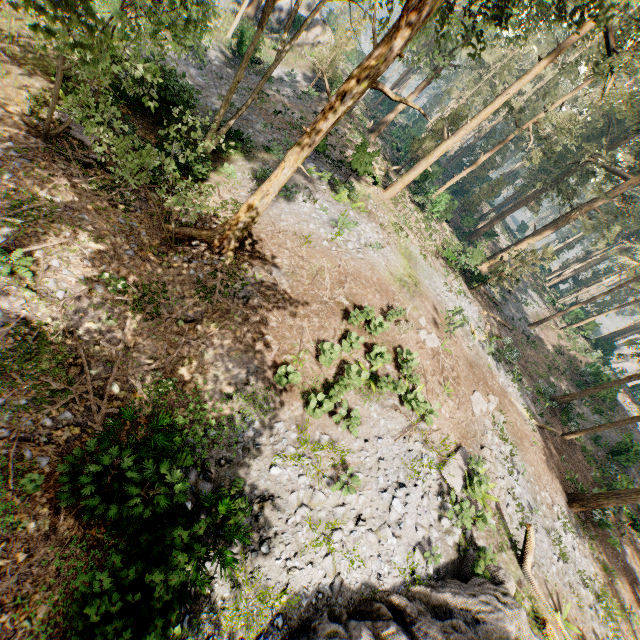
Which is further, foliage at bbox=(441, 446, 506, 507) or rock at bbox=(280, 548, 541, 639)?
foliage at bbox=(441, 446, 506, 507)

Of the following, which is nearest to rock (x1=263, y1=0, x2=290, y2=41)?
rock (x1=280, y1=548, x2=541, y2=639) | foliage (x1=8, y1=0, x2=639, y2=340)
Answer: foliage (x1=8, y1=0, x2=639, y2=340)

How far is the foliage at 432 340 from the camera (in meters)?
15.68

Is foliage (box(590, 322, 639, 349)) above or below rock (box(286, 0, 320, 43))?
above

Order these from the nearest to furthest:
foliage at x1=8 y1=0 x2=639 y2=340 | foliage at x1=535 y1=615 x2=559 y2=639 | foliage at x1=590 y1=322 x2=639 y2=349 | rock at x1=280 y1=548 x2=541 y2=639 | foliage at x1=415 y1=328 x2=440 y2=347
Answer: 1. rock at x1=280 y1=548 x2=541 y2=639
2. foliage at x1=8 y1=0 x2=639 y2=340
3. foliage at x1=535 y1=615 x2=559 y2=639
4. foliage at x1=415 y1=328 x2=440 y2=347
5. foliage at x1=590 y1=322 x2=639 y2=349

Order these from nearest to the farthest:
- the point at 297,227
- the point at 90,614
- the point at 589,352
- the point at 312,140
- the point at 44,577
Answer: the point at 90,614 → the point at 44,577 → the point at 312,140 → the point at 297,227 → the point at 589,352

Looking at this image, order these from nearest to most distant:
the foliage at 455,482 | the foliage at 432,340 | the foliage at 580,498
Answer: the foliage at 455,482 < the foliage at 432,340 < the foliage at 580,498
